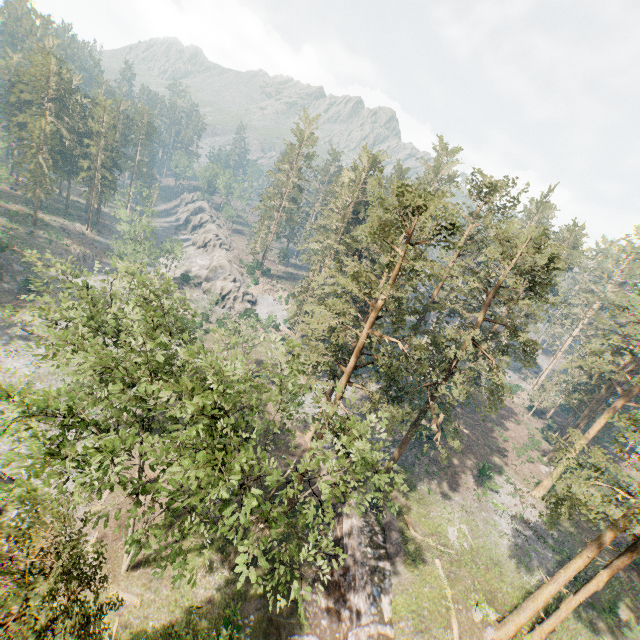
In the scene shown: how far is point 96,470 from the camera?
13.80m

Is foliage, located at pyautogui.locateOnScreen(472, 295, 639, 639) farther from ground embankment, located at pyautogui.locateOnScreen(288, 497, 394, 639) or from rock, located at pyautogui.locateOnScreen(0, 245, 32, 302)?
rock, located at pyautogui.locateOnScreen(0, 245, 32, 302)

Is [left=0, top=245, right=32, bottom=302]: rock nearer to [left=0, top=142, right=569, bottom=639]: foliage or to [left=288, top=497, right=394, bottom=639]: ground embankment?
[left=0, top=142, right=569, bottom=639]: foliage

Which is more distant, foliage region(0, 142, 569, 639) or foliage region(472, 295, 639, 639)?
foliage region(472, 295, 639, 639)

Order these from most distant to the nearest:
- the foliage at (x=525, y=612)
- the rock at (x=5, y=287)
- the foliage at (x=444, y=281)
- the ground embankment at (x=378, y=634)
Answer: the rock at (x=5, y=287)
the ground embankment at (x=378, y=634)
the foliage at (x=525, y=612)
the foliage at (x=444, y=281)

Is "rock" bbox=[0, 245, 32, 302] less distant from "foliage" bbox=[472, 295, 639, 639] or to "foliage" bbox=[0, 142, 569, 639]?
"foliage" bbox=[472, 295, 639, 639]

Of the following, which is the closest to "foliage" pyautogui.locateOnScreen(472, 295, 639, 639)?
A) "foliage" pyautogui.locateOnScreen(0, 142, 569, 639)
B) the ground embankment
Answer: the ground embankment

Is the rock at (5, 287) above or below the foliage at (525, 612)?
below
